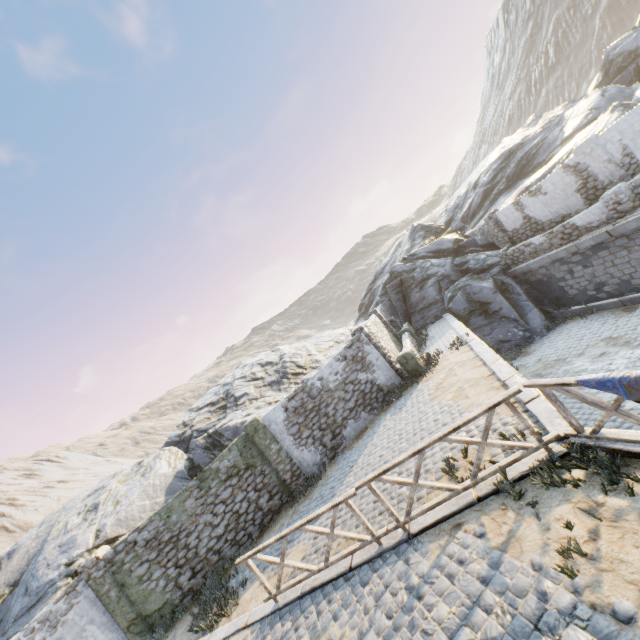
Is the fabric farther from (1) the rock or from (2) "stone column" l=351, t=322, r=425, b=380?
(1) the rock

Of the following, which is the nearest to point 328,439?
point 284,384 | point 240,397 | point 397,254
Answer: point 284,384

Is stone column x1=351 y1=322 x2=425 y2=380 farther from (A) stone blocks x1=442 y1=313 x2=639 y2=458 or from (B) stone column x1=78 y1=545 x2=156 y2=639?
(B) stone column x1=78 y1=545 x2=156 y2=639

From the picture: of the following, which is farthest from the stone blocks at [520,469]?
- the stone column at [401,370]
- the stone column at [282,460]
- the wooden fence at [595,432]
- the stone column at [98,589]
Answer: the stone column at [282,460]

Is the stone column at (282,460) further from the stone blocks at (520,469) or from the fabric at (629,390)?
the fabric at (629,390)

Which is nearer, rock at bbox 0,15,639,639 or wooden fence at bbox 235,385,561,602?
wooden fence at bbox 235,385,561,602

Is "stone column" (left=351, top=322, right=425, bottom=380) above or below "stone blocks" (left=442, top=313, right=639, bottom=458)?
above

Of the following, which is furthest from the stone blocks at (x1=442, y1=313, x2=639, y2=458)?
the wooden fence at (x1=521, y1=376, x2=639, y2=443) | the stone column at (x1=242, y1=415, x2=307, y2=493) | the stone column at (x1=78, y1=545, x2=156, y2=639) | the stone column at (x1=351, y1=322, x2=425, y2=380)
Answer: the stone column at (x1=242, y1=415, x2=307, y2=493)
